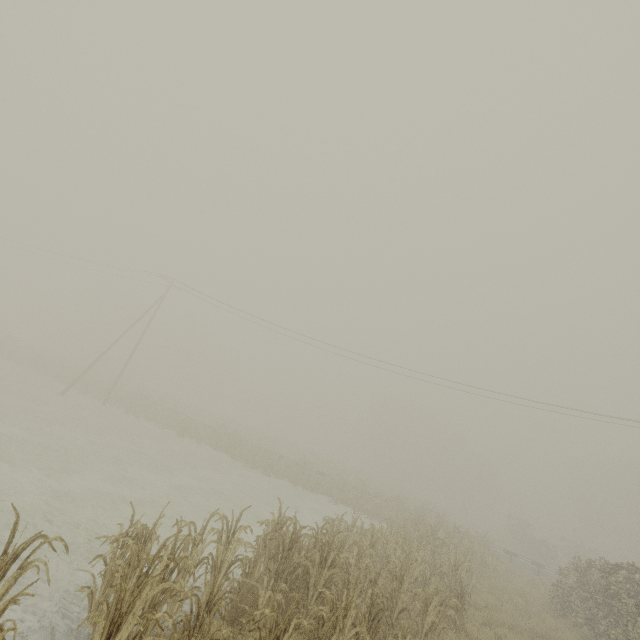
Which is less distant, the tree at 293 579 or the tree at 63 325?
the tree at 293 579

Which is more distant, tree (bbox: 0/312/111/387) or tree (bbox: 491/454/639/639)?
tree (bbox: 0/312/111/387)

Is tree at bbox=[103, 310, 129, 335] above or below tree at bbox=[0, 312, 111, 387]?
above

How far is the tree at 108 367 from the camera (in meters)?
28.33

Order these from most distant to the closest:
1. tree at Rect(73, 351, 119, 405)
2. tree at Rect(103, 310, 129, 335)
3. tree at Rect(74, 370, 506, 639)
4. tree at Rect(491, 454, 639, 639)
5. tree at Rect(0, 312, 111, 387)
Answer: tree at Rect(103, 310, 129, 335), tree at Rect(0, 312, 111, 387), tree at Rect(73, 351, 119, 405), tree at Rect(491, 454, 639, 639), tree at Rect(74, 370, 506, 639)

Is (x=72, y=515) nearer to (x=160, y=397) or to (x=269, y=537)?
(x=269, y=537)
